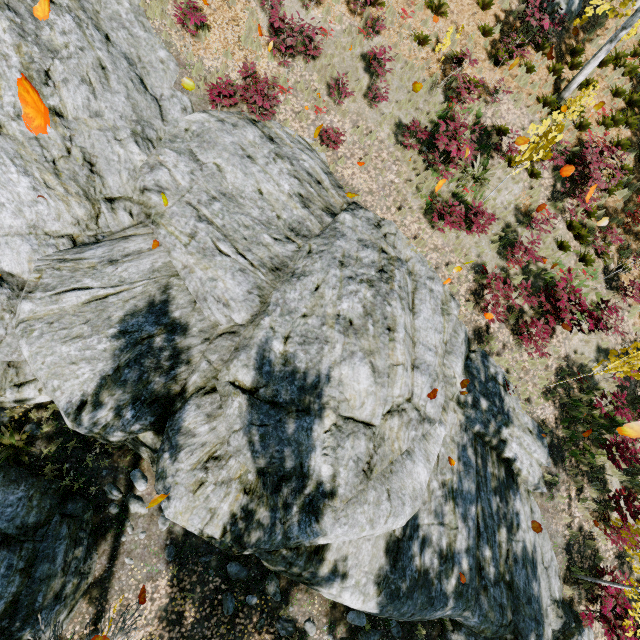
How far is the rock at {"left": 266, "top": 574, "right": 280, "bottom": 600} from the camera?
8.0 meters

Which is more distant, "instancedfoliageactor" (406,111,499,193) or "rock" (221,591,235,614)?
"instancedfoliageactor" (406,111,499,193)

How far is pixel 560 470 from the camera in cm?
1091

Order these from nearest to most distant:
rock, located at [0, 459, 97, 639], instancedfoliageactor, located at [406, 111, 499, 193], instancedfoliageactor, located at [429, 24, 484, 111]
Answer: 1. rock, located at [0, 459, 97, 639]
2. instancedfoliageactor, located at [406, 111, 499, 193]
3. instancedfoliageactor, located at [429, 24, 484, 111]

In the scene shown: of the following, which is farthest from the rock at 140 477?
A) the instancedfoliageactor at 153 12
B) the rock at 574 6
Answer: the rock at 574 6

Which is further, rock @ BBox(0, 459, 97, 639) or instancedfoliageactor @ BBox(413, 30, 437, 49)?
instancedfoliageactor @ BBox(413, 30, 437, 49)

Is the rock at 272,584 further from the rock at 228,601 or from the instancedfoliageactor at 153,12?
the instancedfoliageactor at 153,12
